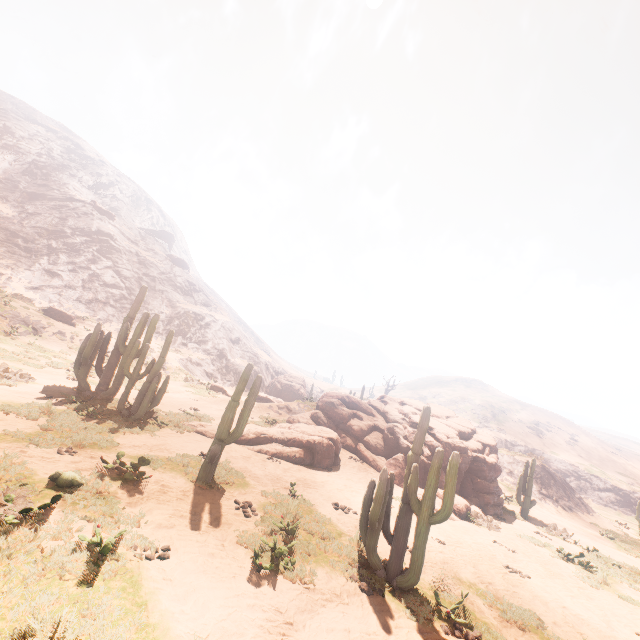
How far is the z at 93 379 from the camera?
16.9 meters

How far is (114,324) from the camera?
38.41m

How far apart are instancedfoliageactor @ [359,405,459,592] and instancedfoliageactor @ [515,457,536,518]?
16.4 meters

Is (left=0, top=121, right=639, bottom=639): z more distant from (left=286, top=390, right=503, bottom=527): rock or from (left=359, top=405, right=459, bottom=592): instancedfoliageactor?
(left=359, top=405, right=459, bottom=592): instancedfoliageactor

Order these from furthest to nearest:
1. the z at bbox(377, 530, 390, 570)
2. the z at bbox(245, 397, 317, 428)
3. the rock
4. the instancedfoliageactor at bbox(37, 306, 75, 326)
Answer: the instancedfoliageactor at bbox(37, 306, 75, 326), the z at bbox(245, 397, 317, 428), the rock, the z at bbox(377, 530, 390, 570)

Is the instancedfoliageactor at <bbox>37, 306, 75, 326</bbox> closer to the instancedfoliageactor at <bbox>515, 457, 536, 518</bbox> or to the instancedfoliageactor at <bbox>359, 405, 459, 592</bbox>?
the instancedfoliageactor at <bbox>359, 405, 459, 592</bbox>

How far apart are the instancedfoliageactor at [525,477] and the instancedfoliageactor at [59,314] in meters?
35.4

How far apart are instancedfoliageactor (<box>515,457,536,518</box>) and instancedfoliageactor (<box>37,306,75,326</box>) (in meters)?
35.45
